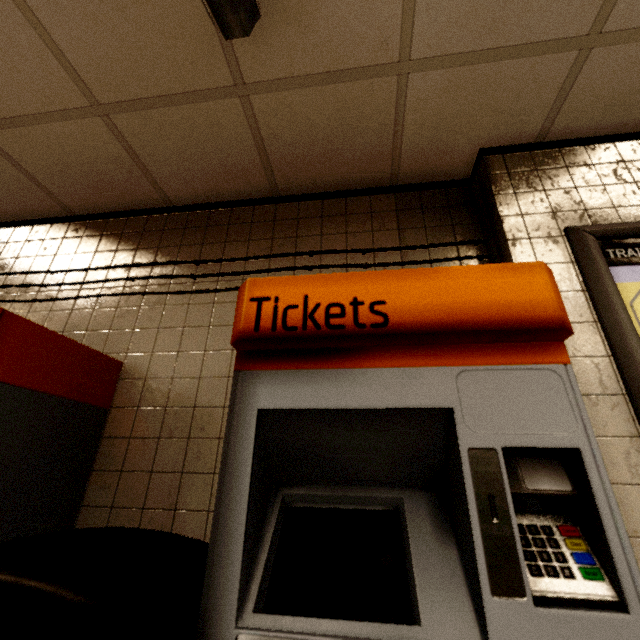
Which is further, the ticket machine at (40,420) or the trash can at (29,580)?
the ticket machine at (40,420)

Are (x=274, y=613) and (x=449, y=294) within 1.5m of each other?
yes

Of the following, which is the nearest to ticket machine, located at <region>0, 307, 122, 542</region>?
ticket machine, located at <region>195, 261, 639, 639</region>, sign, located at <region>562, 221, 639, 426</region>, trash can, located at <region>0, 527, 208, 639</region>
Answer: trash can, located at <region>0, 527, 208, 639</region>

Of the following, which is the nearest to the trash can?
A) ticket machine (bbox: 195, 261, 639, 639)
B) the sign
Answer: ticket machine (bbox: 195, 261, 639, 639)

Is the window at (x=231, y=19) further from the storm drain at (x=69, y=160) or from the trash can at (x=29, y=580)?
the trash can at (x=29, y=580)

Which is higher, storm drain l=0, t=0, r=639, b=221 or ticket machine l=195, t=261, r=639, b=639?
storm drain l=0, t=0, r=639, b=221

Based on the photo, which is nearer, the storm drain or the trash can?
the trash can

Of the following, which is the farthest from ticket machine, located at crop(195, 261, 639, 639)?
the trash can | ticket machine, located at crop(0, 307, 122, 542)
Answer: ticket machine, located at crop(0, 307, 122, 542)
